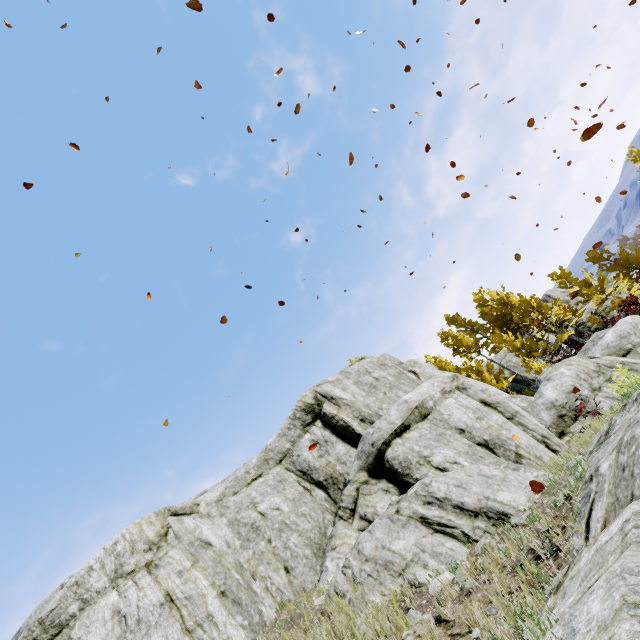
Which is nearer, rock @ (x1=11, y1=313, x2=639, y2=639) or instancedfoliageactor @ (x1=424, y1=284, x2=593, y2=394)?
rock @ (x1=11, y1=313, x2=639, y2=639)

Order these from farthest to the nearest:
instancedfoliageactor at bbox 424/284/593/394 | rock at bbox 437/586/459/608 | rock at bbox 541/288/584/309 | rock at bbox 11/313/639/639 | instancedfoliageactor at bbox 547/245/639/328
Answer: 1. rock at bbox 541/288/584/309
2. instancedfoliageactor at bbox 424/284/593/394
3. instancedfoliageactor at bbox 547/245/639/328
4. rock at bbox 437/586/459/608
5. rock at bbox 11/313/639/639

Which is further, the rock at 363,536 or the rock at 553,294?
the rock at 553,294

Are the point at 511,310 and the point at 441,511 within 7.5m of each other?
Result: no

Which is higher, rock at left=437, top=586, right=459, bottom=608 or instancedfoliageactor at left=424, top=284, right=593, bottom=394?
instancedfoliageactor at left=424, top=284, right=593, bottom=394

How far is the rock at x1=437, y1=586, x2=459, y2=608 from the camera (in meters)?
4.81

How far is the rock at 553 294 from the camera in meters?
36.2 m
